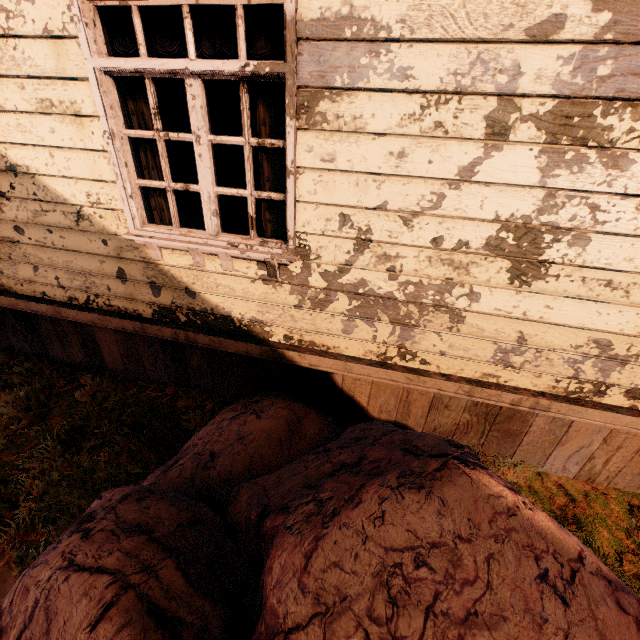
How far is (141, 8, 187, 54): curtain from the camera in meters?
2.0

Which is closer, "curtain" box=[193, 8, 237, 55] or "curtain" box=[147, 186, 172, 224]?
"curtain" box=[193, 8, 237, 55]

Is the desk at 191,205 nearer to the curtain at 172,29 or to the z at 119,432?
the curtain at 172,29

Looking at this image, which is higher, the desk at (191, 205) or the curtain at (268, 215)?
the curtain at (268, 215)

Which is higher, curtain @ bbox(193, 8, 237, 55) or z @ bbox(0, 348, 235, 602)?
curtain @ bbox(193, 8, 237, 55)

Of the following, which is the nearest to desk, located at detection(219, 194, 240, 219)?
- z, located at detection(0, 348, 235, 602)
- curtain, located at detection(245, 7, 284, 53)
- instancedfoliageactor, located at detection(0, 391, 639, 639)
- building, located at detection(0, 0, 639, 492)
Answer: building, located at detection(0, 0, 639, 492)

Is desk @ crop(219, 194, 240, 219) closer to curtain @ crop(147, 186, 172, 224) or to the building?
the building

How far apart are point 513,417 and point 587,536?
1.0 meters
